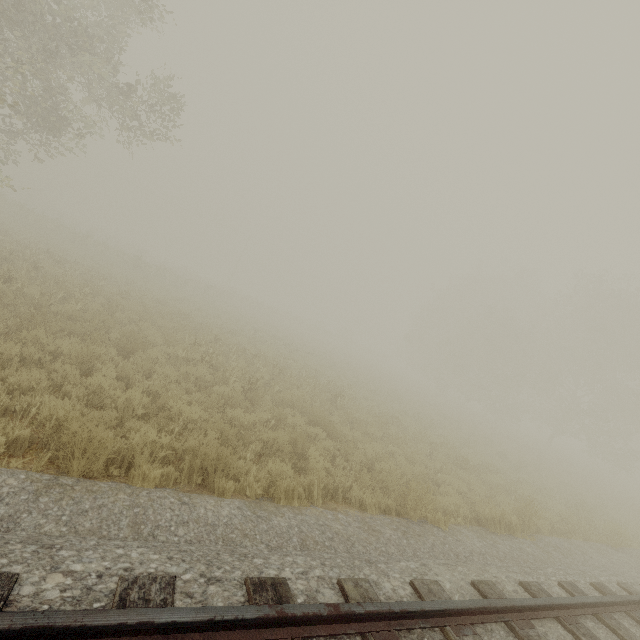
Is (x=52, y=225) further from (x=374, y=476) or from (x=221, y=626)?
(x=221, y=626)
